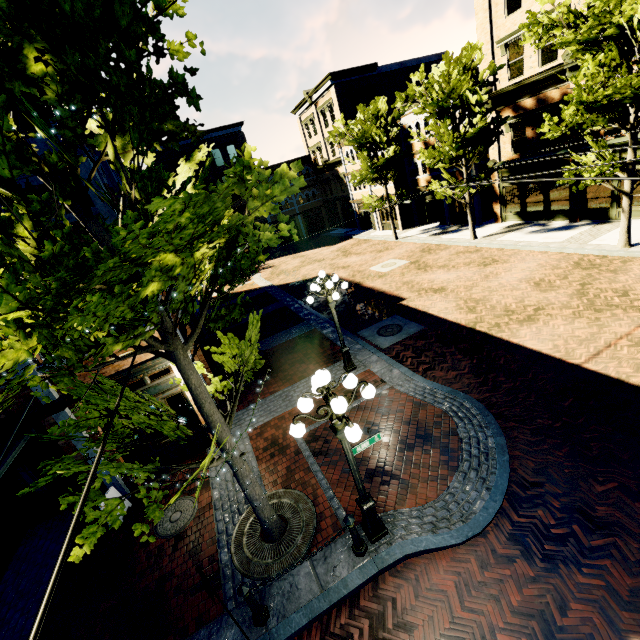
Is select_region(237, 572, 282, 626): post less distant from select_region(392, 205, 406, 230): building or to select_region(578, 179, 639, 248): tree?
select_region(578, 179, 639, 248): tree

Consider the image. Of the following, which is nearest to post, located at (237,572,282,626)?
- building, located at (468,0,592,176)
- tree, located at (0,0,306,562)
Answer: tree, located at (0,0,306,562)

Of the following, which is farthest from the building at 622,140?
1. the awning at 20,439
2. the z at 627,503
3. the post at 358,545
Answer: the awning at 20,439

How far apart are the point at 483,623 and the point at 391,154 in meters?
26.9 m

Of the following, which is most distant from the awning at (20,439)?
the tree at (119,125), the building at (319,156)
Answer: the building at (319,156)

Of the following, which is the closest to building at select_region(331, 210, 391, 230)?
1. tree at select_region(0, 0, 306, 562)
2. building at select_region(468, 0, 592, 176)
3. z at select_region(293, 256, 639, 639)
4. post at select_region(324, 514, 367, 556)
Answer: building at select_region(468, 0, 592, 176)

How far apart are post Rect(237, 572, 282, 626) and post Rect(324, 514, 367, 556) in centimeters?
141cm

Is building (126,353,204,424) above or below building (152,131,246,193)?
below
